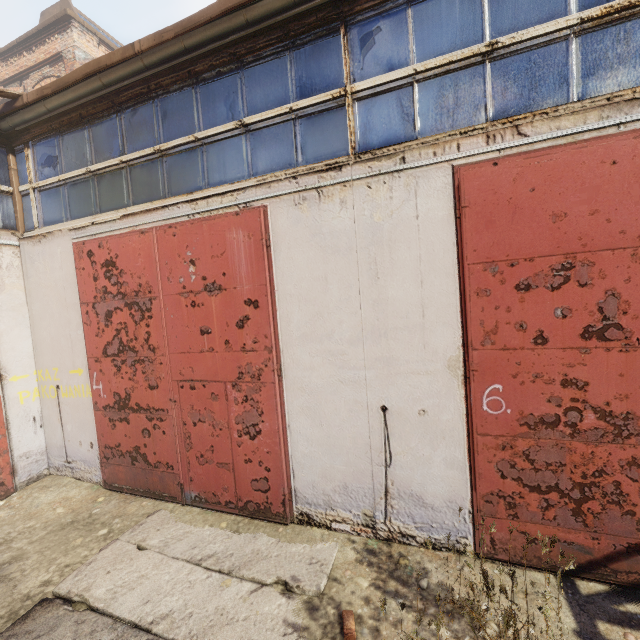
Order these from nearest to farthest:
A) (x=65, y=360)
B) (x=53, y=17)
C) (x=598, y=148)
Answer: (x=598, y=148) < (x=65, y=360) < (x=53, y=17)
